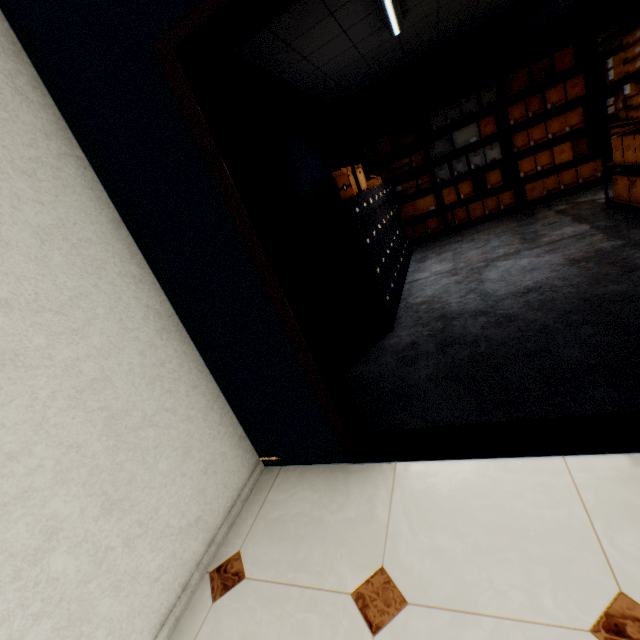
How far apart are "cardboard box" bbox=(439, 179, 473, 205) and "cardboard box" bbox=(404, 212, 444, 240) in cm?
14

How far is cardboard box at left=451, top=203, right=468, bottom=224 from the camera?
6.0 meters

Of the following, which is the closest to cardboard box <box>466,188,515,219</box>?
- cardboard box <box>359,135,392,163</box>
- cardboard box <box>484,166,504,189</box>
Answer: cardboard box <box>484,166,504,189</box>

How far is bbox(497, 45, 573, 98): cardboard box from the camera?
4.7m

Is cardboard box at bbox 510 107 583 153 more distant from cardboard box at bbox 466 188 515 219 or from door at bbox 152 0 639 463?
door at bbox 152 0 639 463

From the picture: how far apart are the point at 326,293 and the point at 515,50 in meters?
5.7

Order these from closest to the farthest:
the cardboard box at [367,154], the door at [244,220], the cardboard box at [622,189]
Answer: the door at [244,220]
the cardboard box at [622,189]
the cardboard box at [367,154]

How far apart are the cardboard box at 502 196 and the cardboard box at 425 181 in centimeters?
55cm
